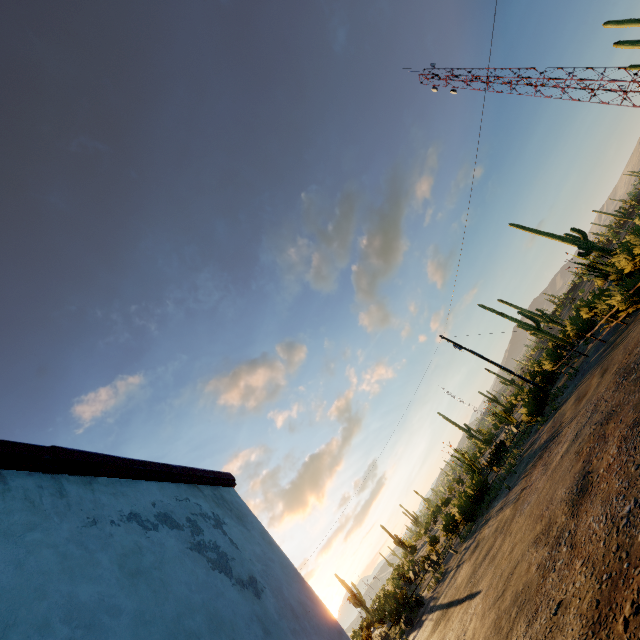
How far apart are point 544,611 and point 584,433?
6.27m
